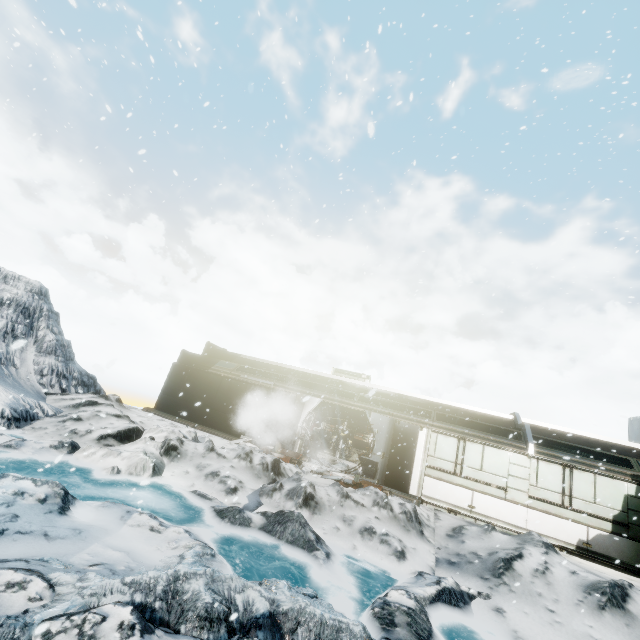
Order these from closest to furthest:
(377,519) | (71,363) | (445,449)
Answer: (377,519) → (445,449) → (71,363)

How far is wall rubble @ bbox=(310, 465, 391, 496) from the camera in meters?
11.8 m

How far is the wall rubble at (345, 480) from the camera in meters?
11.8 m
